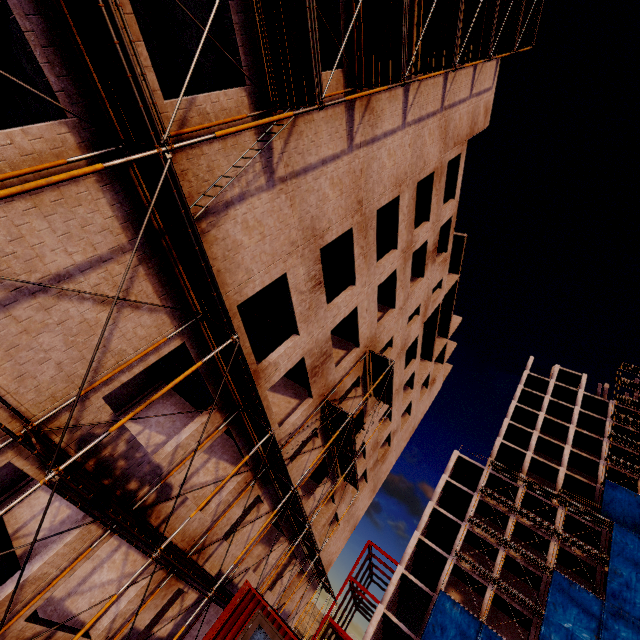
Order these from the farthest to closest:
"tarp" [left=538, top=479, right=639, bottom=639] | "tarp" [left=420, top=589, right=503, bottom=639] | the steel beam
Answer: the steel beam
"tarp" [left=420, top=589, right=503, bottom=639]
"tarp" [left=538, top=479, right=639, bottom=639]

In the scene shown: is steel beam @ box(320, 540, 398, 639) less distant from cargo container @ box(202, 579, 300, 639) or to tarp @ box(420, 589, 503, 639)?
tarp @ box(420, 589, 503, 639)

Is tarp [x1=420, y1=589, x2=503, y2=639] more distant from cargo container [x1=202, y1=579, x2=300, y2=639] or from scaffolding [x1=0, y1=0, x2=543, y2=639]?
cargo container [x1=202, y1=579, x2=300, y2=639]

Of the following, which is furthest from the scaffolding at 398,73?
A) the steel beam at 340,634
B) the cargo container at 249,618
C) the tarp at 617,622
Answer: the steel beam at 340,634

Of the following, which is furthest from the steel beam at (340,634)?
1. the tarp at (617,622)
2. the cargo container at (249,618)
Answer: the cargo container at (249,618)

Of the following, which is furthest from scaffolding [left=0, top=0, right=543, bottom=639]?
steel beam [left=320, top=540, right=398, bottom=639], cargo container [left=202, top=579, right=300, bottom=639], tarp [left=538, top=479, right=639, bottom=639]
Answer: steel beam [left=320, top=540, right=398, bottom=639]

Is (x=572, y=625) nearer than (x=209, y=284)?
No
